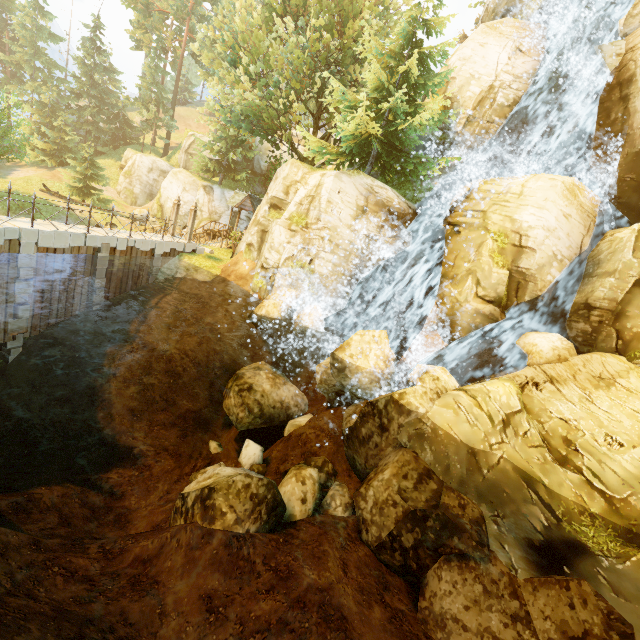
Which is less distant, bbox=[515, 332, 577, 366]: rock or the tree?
bbox=[515, 332, 577, 366]: rock

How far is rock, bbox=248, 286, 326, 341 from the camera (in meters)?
14.77

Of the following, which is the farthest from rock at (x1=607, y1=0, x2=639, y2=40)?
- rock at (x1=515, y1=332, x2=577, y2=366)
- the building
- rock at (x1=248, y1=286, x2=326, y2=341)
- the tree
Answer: the building

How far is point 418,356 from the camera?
14.84m

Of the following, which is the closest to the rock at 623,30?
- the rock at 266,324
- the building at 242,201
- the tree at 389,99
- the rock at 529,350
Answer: the tree at 389,99

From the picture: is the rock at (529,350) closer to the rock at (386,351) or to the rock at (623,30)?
the rock at (386,351)

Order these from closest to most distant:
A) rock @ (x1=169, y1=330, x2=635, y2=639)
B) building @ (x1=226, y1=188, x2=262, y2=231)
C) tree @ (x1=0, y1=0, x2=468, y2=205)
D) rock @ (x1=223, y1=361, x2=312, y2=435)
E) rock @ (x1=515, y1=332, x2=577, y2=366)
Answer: rock @ (x1=169, y1=330, x2=635, y2=639) < rock @ (x1=515, y1=332, x2=577, y2=366) < rock @ (x1=223, y1=361, x2=312, y2=435) < tree @ (x1=0, y1=0, x2=468, y2=205) < building @ (x1=226, y1=188, x2=262, y2=231)

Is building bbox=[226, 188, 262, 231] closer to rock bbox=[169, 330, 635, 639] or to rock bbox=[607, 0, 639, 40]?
rock bbox=[169, 330, 635, 639]
